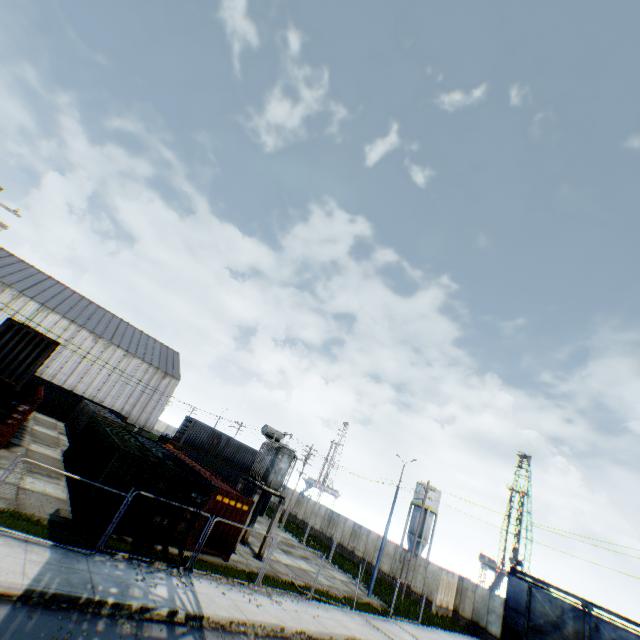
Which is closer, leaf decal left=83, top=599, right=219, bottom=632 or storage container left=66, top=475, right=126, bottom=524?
leaf decal left=83, top=599, right=219, bottom=632

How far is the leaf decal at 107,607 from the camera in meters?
8.9

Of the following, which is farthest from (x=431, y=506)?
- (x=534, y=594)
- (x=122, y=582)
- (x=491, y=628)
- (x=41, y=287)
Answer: (x=41, y=287)

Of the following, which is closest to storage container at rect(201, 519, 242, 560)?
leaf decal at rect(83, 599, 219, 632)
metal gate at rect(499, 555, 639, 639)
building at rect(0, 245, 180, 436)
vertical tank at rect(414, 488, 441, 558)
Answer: leaf decal at rect(83, 599, 219, 632)

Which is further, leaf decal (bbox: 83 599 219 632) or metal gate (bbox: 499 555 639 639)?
metal gate (bbox: 499 555 639 639)

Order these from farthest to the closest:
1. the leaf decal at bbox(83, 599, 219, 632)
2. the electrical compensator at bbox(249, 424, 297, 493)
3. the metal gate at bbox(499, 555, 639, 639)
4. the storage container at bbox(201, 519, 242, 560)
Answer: the metal gate at bbox(499, 555, 639, 639), the electrical compensator at bbox(249, 424, 297, 493), the storage container at bbox(201, 519, 242, 560), the leaf decal at bbox(83, 599, 219, 632)

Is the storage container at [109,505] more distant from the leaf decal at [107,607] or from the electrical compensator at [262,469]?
the leaf decal at [107,607]

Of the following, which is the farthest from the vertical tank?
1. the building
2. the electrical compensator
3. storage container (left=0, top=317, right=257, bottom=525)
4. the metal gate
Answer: the building
